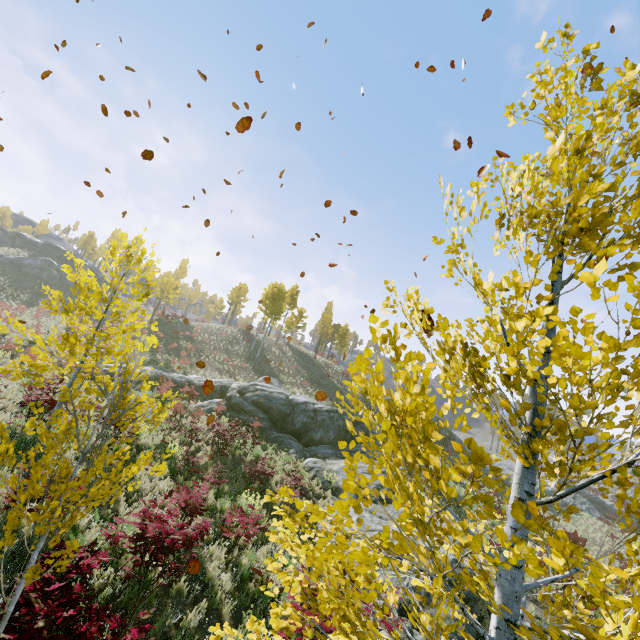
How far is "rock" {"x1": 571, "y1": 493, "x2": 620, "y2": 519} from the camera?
37.72m

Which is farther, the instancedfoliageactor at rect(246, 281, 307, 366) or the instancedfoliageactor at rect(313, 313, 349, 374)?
the instancedfoliageactor at rect(313, 313, 349, 374)

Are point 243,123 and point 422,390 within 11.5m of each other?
yes

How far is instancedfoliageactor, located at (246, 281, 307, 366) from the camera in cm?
3700

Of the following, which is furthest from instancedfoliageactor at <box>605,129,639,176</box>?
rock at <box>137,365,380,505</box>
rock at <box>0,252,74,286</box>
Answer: rock at <box>0,252,74,286</box>

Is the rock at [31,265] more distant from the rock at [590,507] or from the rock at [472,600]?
the rock at [590,507]

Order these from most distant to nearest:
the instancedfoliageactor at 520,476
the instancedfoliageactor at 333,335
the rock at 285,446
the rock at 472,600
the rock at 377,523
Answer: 1. the instancedfoliageactor at 333,335
2. the rock at 285,446
3. the rock at 377,523
4. the rock at 472,600
5. the instancedfoliageactor at 520,476

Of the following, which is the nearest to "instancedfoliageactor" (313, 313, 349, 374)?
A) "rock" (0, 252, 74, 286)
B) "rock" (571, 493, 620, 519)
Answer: "rock" (571, 493, 620, 519)
